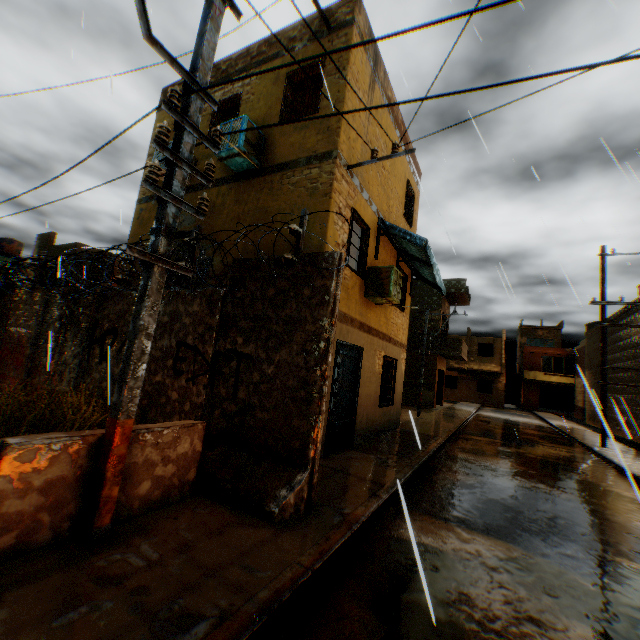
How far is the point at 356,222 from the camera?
7.9 meters

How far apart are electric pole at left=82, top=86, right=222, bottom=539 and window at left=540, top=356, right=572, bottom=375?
43.4m

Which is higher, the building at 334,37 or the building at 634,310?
the building at 334,37

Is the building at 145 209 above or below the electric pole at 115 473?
above

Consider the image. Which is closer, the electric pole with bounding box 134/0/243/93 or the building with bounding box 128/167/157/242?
the electric pole with bounding box 134/0/243/93

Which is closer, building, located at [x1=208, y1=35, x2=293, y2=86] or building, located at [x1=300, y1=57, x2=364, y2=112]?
building, located at [x1=300, y1=57, x2=364, y2=112]

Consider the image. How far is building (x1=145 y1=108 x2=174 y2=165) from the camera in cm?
→ 848
